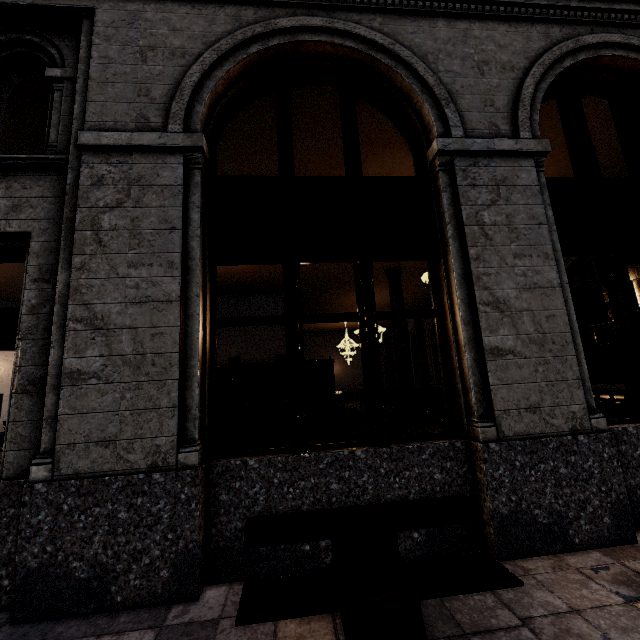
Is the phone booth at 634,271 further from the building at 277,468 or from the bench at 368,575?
the bench at 368,575

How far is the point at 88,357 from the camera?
2.9 meters

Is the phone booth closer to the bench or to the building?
the building

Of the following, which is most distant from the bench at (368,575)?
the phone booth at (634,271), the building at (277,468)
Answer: the phone booth at (634,271)

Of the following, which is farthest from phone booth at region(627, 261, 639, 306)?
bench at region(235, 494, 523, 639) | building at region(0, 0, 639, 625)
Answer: bench at region(235, 494, 523, 639)

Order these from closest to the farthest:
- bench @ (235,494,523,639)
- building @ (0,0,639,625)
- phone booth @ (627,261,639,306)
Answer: bench @ (235,494,523,639), building @ (0,0,639,625), phone booth @ (627,261,639,306)
